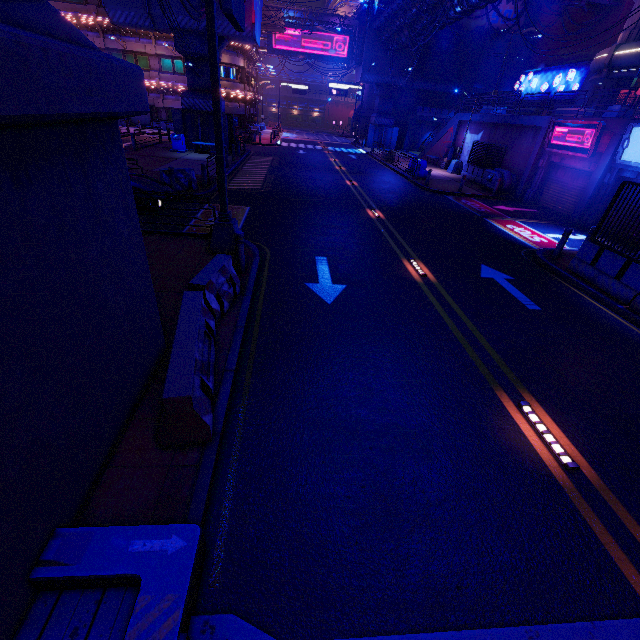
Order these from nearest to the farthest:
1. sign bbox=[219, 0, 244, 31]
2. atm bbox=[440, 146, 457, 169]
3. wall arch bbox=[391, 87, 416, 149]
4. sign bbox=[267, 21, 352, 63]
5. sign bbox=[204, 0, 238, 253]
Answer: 1. sign bbox=[204, 0, 238, 253]
2. sign bbox=[219, 0, 244, 31]
3. atm bbox=[440, 146, 457, 169]
4. wall arch bbox=[391, 87, 416, 149]
5. sign bbox=[267, 21, 352, 63]

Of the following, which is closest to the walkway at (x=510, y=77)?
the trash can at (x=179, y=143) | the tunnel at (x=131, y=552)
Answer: the tunnel at (x=131, y=552)

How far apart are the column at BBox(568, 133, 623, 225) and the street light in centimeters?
1351cm

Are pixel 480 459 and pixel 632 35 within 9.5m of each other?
no

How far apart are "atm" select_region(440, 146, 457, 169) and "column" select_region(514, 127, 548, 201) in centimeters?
1056cm

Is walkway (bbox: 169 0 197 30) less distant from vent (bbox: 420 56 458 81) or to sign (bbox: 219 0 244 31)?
sign (bbox: 219 0 244 31)

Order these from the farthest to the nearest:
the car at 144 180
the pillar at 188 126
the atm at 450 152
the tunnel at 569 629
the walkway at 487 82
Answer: the atm at 450 152 → the walkway at 487 82 → the pillar at 188 126 → the car at 144 180 → the tunnel at 569 629

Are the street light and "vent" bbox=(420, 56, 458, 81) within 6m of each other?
no
